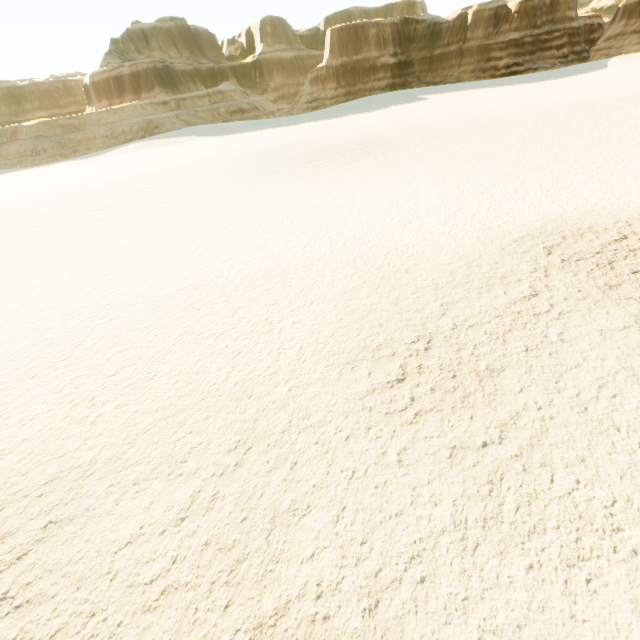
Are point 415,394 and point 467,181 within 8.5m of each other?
no
